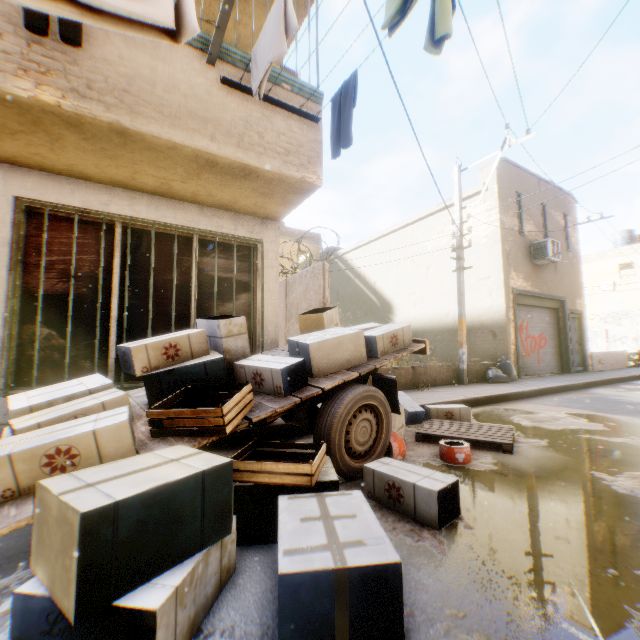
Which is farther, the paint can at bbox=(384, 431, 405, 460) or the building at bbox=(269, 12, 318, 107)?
the building at bbox=(269, 12, 318, 107)

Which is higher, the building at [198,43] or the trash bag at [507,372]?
the building at [198,43]

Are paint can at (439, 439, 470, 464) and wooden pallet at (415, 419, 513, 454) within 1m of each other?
yes

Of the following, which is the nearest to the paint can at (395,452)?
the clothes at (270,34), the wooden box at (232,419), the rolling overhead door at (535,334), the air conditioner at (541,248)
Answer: the wooden box at (232,419)

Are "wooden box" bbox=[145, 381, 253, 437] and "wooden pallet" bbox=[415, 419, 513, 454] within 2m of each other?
no

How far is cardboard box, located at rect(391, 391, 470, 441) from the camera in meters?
4.3

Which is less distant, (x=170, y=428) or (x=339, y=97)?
(x=170, y=428)

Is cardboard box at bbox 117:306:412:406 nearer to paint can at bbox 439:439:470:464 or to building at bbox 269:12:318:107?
building at bbox 269:12:318:107
